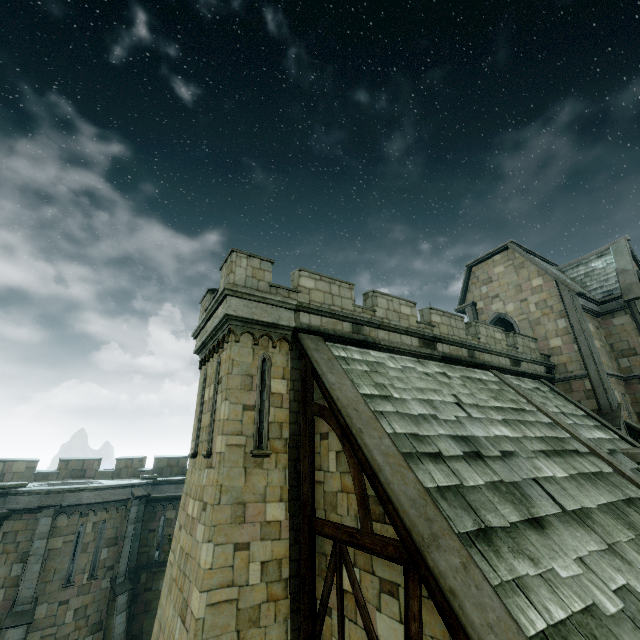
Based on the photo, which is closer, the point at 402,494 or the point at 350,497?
the point at 402,494

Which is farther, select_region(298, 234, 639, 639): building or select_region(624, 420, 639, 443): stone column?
select_region(624, 420, 639, 443): stone column

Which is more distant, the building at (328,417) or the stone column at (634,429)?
the stone column at (634,429)
